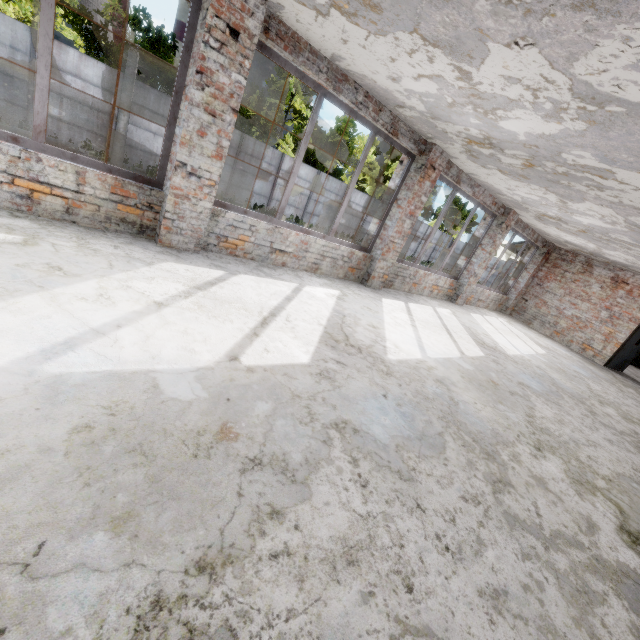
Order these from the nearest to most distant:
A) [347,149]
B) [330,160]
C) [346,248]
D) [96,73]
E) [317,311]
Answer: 1. [317,311]
2. [346,248]
3. [96,73]
4. [347,149]
5. [330,160]

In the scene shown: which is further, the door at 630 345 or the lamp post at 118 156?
the lamp post at 118 156

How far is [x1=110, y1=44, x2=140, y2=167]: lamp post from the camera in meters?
13.3 m

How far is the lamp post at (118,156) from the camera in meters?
13.3

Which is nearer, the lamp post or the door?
the door
